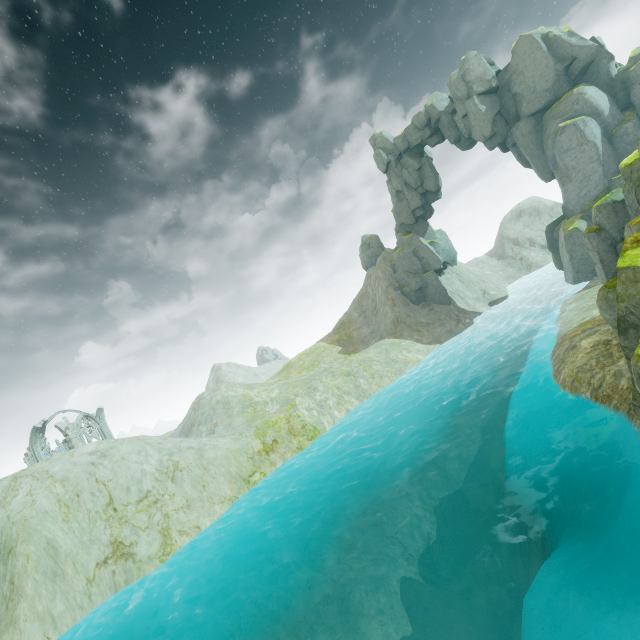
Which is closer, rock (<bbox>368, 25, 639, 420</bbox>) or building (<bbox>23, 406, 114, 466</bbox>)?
rock (<bbox>368, 25, 639, 420</bbox>)

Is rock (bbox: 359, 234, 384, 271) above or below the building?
above

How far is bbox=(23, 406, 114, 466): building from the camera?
42.4m

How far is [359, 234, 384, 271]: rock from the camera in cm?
5189

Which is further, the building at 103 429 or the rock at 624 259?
the building at 103 429

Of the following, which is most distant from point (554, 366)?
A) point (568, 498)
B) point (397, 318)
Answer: point (397, 318)

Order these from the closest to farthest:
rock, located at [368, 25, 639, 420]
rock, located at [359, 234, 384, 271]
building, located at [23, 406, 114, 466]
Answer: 1. rock, located at [368, 25, 639, 420]
2. building, located at [23, 406, 114, 466]
3. rock, located at [359, 234, 384, 271]

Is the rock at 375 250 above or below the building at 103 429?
above
